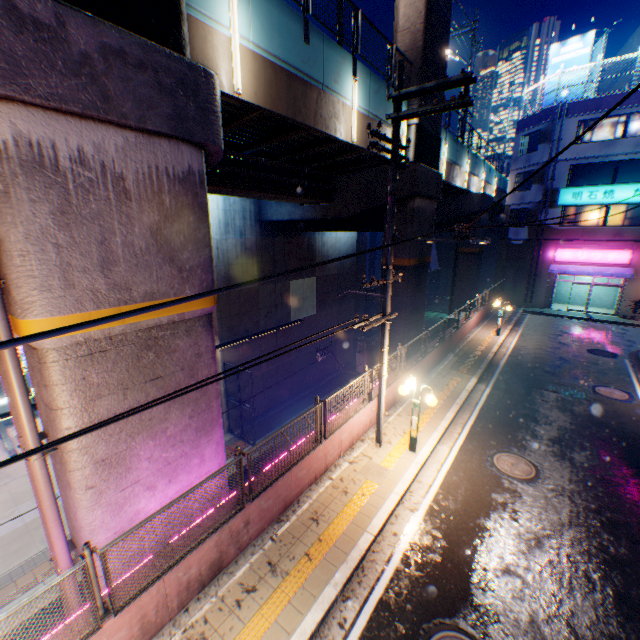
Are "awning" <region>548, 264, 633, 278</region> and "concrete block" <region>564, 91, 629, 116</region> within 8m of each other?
no

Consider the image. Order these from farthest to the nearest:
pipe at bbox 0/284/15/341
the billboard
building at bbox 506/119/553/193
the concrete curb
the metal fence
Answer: building at bbox 506/119/553/193
the billboard
the concrete curb
pipe at bbox 0/284/15/341
the metal fence

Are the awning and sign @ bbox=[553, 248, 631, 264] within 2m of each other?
yes

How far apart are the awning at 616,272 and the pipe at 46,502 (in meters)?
32.04

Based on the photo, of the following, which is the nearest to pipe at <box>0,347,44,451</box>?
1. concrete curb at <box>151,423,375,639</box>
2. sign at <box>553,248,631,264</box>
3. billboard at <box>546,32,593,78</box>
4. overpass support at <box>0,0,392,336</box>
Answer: overpass support at <box>0,0,392,336</box>

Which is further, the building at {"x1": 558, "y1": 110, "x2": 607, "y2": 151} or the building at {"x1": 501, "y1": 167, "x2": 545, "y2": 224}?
the building at {"x1": 501, "y1": 167, "x2": 545, "y2": 224}

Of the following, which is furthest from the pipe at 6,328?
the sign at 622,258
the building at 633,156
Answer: the sign at 622,258

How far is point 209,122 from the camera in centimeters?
610cm
